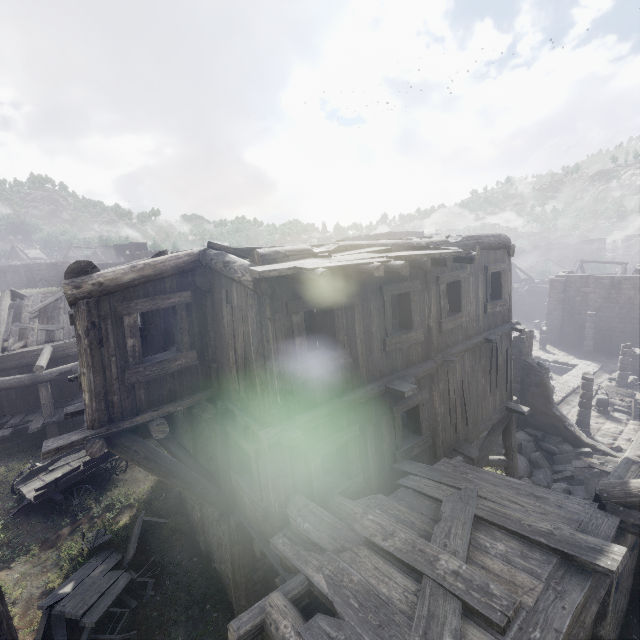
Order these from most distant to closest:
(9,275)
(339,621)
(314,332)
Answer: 1. (9,275)
2. (314,332)
3. (339,621)

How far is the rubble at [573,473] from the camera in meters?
12.7 m

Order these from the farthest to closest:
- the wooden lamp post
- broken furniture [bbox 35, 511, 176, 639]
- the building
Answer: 1. broken furniture [bbox 35, 511, 176, 639]
2. the wooden lamp post
3. the building

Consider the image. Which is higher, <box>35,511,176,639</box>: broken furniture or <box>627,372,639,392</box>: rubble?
<box>35,511,176,639</box>: broken furniture

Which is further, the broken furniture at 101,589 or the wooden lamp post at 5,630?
the broken furniture at 101,589

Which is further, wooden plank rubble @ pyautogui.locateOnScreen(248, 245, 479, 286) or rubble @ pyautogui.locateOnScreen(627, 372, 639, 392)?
rubble @ pyautogui.locateOnScreen(627, 372, 639, 392)

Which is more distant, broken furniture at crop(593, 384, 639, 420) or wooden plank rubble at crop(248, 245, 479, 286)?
broken furniture at crop(593, 384, 639, 420)

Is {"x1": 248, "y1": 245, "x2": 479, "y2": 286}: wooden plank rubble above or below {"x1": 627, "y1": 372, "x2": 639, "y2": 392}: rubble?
above
